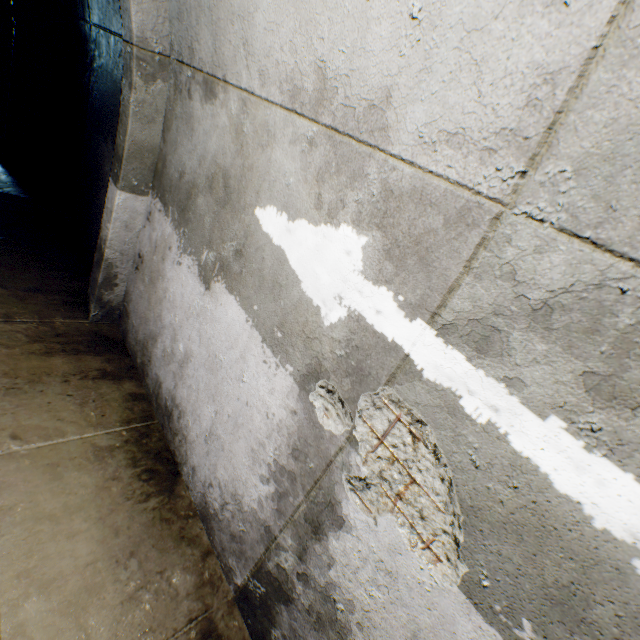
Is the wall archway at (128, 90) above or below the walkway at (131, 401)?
above

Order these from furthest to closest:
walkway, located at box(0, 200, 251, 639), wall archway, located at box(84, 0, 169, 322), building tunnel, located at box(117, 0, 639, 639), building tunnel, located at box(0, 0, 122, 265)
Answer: building tunnel, located at box(0, 0, 122, 265)
wall archway, located at box(84, 0, 169, 322)
walkway, located at box(0, 200, 251, 639)
building tunnel, located at box(117, 0, 639, 639)

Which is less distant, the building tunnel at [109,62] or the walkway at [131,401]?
the walkway at [131,401]

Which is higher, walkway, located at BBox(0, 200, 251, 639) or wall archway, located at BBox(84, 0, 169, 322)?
wall archway, located at BBox(84, 0, 169, 322)

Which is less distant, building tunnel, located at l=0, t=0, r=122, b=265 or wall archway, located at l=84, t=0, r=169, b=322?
wall archway, located at l=84, t=0, r=169, b=322

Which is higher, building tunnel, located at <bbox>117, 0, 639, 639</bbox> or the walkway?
building tunnel, located at <bbox>117, 0, 639, 639</bbox>

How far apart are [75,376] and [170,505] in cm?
124

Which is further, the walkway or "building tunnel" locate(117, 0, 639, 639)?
the walkway
